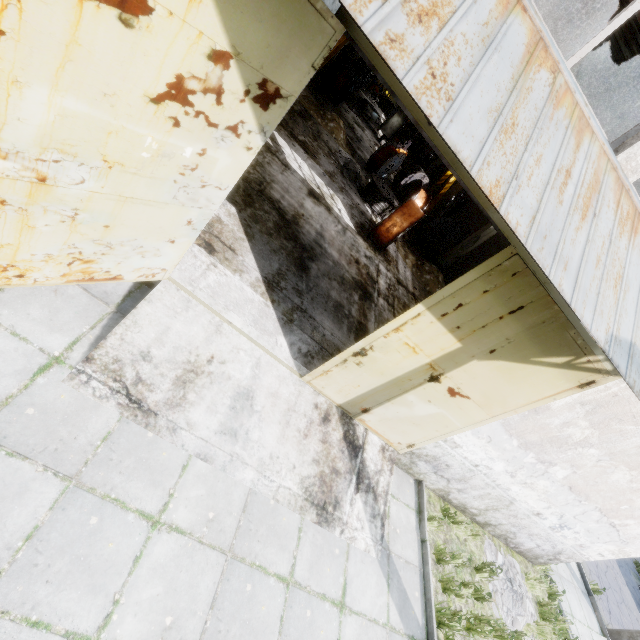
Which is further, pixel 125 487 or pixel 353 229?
pixel 353 229

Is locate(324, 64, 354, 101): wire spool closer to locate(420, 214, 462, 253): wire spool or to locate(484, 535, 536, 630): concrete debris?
locate(420, 214, 462, 253): wire spool

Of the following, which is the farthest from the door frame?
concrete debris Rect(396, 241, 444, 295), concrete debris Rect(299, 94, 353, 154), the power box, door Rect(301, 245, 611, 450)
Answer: the power box

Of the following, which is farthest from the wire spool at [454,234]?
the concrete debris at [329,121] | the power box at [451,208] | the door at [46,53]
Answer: the door at [46,53]

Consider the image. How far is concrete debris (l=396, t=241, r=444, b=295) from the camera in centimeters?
1447cm

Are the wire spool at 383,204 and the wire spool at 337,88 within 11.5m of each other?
yes

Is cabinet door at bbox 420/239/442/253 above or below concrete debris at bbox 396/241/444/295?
above

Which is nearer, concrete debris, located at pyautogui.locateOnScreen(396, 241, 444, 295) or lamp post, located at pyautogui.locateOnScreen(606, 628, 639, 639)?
lamp post, located at pyautogui.locateOnScreen(606, 628, 639, 639)
